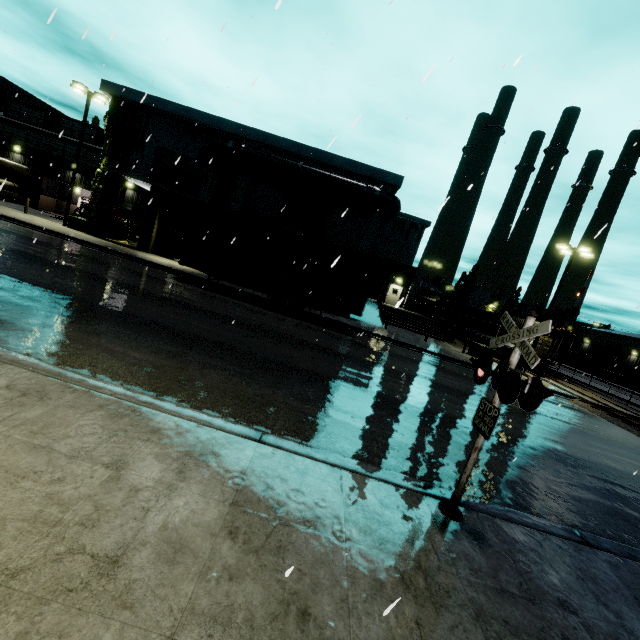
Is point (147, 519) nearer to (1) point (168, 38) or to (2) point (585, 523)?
(2) point (585, 523)

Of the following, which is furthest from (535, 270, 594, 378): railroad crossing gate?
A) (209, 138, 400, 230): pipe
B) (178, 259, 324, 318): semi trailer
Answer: (178, 259, 324, 318): semi trailer

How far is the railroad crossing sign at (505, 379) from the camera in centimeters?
367cm

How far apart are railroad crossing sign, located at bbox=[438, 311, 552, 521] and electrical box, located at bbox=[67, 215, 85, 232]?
29.0 meters

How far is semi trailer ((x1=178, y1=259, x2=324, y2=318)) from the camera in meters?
17.5

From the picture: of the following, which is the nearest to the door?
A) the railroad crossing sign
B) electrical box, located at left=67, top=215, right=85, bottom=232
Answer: the railroad crossing sign

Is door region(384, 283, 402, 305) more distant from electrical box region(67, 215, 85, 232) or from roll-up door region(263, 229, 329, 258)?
electrical box region(67, 215, 85, 232)

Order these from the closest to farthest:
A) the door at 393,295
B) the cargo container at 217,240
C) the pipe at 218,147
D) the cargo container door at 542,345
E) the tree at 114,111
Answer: the cargo container at 217,240 → the pipe at 218,147 → the tree at 114,111 → the cargo container door at 542,345 → the door at 393,295
